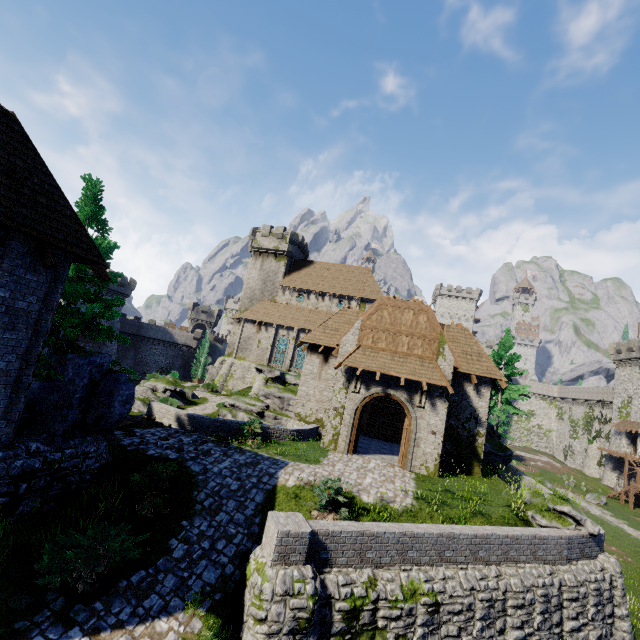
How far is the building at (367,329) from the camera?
18.1 meters

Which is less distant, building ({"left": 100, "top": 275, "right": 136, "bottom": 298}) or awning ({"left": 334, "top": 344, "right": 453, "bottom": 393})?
awning ({"left": 334, "top": 344, "right": 453, "bottom": 393})

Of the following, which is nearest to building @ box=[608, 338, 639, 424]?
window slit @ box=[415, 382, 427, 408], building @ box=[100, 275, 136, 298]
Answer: window slit @ box=[415, 382, 427, 408]

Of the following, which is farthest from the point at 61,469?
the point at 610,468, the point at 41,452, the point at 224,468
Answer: the point at 610,468

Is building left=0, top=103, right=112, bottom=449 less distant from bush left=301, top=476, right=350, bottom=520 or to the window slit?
bush left=301, top=476, right=350, bottom=520

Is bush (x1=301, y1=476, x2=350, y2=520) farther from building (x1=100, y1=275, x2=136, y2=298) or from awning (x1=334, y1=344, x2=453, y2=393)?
building (x1=100, y1=275, x2=136, y2=298)

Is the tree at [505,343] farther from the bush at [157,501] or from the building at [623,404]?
the building at [623,404]

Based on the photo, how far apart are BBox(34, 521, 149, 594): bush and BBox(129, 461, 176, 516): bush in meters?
0.6 m
